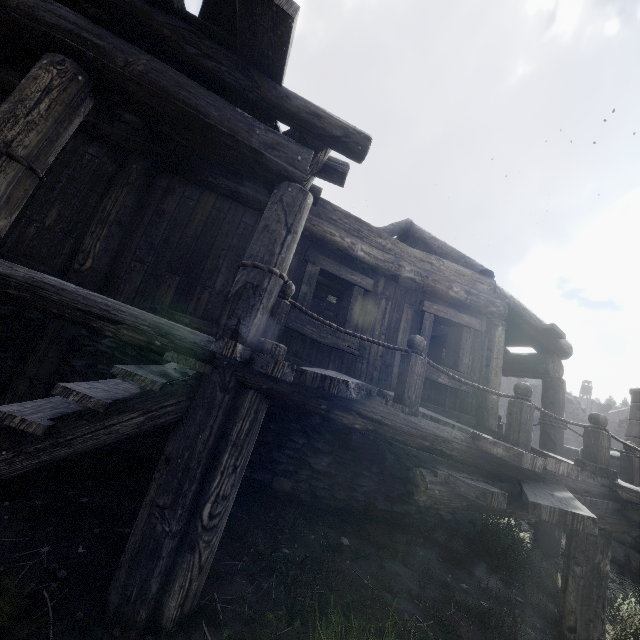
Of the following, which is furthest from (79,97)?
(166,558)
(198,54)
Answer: (166,558)
